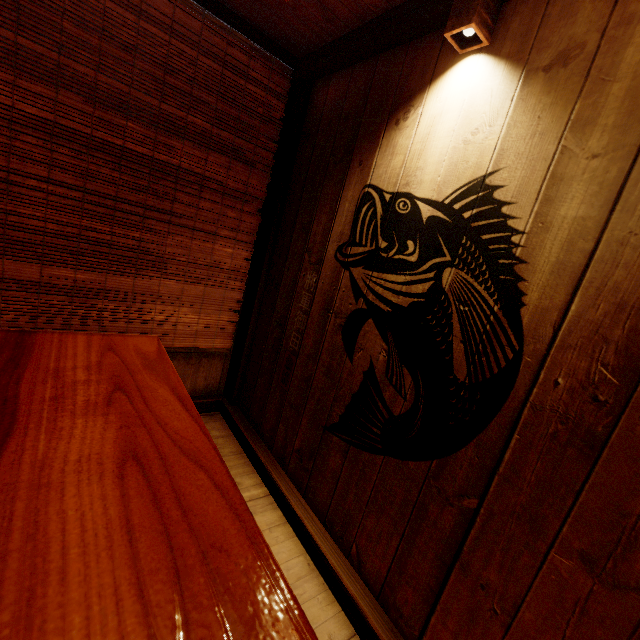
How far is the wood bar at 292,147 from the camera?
4.39m

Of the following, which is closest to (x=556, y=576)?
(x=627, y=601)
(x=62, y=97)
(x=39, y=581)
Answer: (x=627, y=601)

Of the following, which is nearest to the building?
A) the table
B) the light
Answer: the light

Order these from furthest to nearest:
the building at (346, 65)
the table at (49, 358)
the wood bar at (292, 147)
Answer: the wood bar at (292, 147), the building at (346, 65), the table at (49, 358)

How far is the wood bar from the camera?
4.39m

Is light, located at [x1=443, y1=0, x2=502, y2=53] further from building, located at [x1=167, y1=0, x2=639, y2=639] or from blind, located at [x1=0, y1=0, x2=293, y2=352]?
blind, located at [x1=0, y1=0, x2=293, y2=352]

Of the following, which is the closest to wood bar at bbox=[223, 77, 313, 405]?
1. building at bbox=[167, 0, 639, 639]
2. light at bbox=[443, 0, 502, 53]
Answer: building at bbox=[167, 0, 639, 639]

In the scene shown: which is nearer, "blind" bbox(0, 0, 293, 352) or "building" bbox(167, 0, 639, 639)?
"building" bbox(167, 0, 639, 639)
